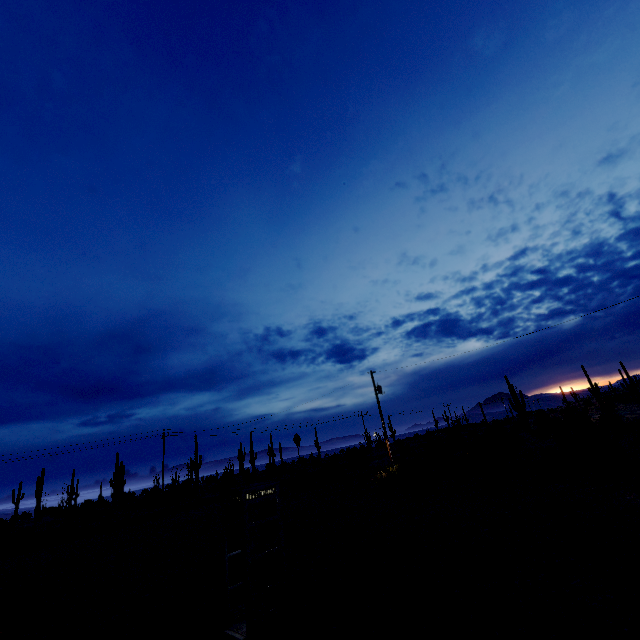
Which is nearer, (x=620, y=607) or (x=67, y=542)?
(x=620, y=607)
